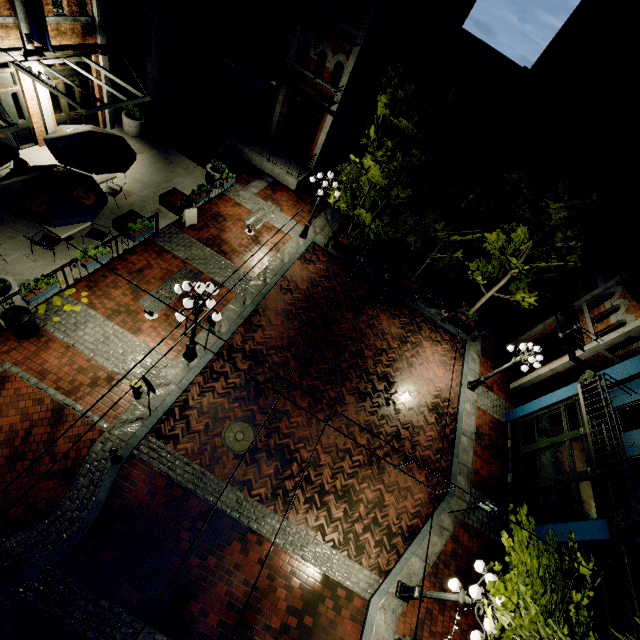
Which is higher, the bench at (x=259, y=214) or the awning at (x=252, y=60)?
the awning at (x=252, y=60)

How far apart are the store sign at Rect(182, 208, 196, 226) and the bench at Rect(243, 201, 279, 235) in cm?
203

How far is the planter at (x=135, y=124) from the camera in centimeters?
1534cm

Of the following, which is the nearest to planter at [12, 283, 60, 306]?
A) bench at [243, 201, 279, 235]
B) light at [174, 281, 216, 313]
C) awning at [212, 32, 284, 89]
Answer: light at [174, 281, 216, 313]

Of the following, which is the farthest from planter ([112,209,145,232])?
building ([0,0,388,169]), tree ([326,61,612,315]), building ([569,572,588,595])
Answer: building ([569,572,588,595])

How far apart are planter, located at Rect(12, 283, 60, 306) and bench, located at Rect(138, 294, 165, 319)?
2.2 meters

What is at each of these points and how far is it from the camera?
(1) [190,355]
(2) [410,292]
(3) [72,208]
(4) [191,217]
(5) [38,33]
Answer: (1) light, 10.3 meters
(2) planter, 16.6 meters
(3) table, 9.7 meters
(4) store sign, 13.8 meters
(5) banner, 10.6 meters

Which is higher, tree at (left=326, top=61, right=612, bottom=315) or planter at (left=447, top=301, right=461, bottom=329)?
tree at (left=326, top=61, right=612, bottom=315)
